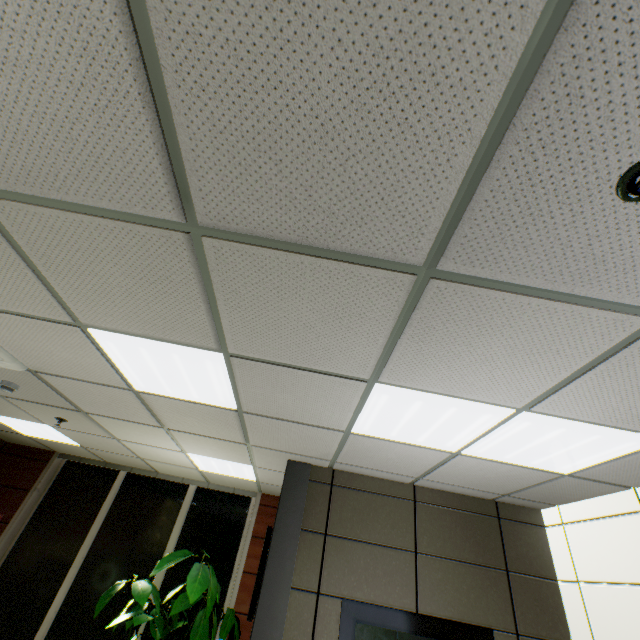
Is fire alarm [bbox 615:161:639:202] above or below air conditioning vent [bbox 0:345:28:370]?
above

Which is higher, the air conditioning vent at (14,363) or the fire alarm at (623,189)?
the fire alarm at (623,189)

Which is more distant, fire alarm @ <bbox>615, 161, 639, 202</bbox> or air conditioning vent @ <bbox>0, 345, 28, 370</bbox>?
air conditioning vent @ <bbox>0, 345, 28, 370</bbox>

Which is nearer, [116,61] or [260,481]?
[116,61]

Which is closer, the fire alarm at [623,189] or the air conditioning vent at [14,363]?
the fire alarm at [623,189]
